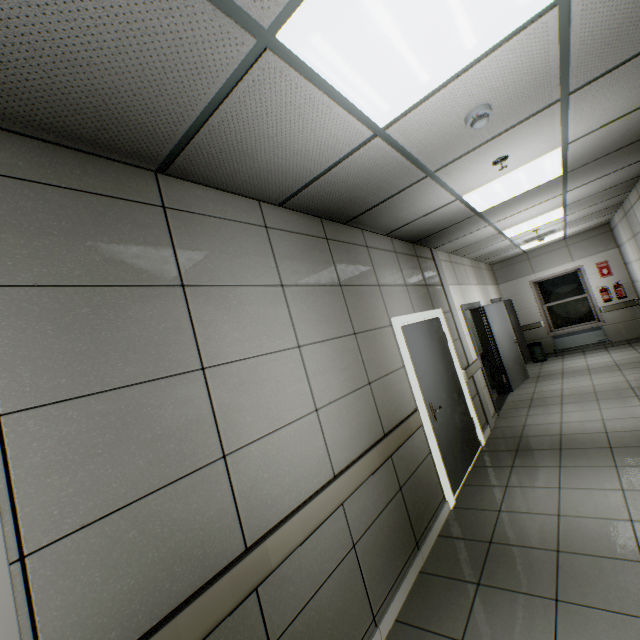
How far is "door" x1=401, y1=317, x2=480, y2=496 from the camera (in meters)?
3.83

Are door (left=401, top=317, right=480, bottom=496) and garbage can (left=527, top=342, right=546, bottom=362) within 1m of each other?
no

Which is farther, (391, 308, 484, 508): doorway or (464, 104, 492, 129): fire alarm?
(391, 308, 484, 508): doorway

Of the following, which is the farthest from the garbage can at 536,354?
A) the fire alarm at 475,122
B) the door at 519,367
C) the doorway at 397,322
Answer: the fire alarm at 475,122

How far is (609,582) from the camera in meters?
2.2 m

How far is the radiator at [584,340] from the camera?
9.0m

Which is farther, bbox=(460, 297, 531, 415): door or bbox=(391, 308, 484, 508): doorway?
bbox=(460, 297, 531, 415): door

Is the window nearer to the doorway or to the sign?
the sign
